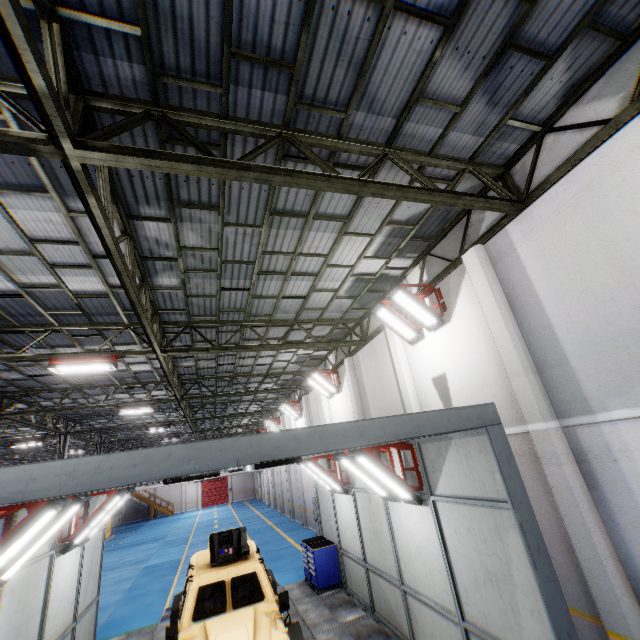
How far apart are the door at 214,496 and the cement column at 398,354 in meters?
47.4 m

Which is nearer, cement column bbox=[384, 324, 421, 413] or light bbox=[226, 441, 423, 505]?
light bbox=[226, 441, 423, 505]

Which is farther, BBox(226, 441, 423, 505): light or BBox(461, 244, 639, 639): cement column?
BBox(226, 441, 423, 505): light

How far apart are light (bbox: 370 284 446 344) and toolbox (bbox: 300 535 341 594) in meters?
7.9 m

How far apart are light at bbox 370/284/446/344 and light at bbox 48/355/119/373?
8.37m

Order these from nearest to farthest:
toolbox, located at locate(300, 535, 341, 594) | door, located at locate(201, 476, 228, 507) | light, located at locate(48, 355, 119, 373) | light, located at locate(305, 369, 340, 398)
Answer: light, located at locate(48, 355, 119, 373)
toolbox, located at locate(300, 535, 341, 594)
light, located at locate(305, 369, 340, 398)
door, located at locate(201, 476, 228, 507)

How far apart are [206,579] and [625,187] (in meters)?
10.26

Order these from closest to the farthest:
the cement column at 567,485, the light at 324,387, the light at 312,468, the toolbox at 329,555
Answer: the cement column at 567,485, the light at 312,468, the toolbox at 329,555, the light at 324,387
